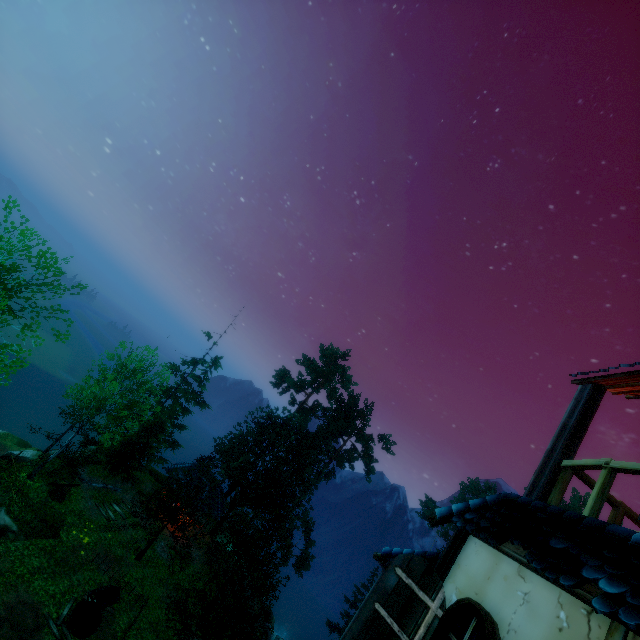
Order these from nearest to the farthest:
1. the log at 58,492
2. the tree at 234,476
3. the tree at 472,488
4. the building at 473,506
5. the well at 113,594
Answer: the building at 473,506 < the well at 113,594 < the tree at 234,476 < the log at 58,492 < the tree at 472,488

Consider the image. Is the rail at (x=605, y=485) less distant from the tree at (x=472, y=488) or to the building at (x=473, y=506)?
the building at (x=473, y=506)

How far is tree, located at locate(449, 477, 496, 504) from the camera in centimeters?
4775cm

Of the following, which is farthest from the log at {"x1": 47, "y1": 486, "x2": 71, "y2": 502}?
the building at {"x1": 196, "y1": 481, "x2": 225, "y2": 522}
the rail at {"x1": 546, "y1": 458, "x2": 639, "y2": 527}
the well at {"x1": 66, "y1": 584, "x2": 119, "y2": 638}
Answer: the rail at {"x1": 546, "y1": 458, "x2": 639, "y2": 527}

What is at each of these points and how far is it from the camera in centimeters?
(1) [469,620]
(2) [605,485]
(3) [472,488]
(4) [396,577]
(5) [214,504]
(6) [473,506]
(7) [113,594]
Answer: (1) window, 349cm
(2) rail, 378cm
(3) tree, 4903cm
(4) window shutters, 412cm
(5) building, 2925cm
(6) building, 471cm
(7) well, 1675cm

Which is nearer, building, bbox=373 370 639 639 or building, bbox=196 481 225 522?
building, bbox=373 370 639 639

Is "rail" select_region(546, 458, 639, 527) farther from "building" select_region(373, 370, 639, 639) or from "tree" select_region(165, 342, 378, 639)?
"tree" select_region(165, 342, 378, 639)

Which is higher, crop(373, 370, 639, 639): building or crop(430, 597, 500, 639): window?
crop(373, 370, 639, 639): building
